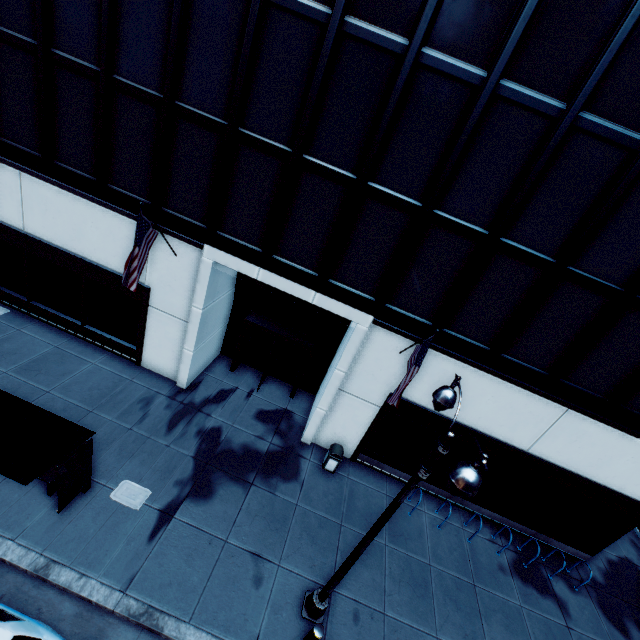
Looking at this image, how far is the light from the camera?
4.4m

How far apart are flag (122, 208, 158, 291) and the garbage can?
8.56m

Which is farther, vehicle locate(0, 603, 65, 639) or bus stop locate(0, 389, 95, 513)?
bus stop locate(0, 389, 95, 513)

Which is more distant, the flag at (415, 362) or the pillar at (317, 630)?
the flag at (415, 362)

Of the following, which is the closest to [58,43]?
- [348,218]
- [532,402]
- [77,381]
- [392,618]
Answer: [348,218]

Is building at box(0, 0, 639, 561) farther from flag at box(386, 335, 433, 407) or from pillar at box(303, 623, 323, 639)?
pillar at box(303, 623, 323, 639)

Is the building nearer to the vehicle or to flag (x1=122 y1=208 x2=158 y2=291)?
flag (x1=122 y1=208 x2=158 y2=291)

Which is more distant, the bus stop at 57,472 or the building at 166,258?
the building at 166,258
